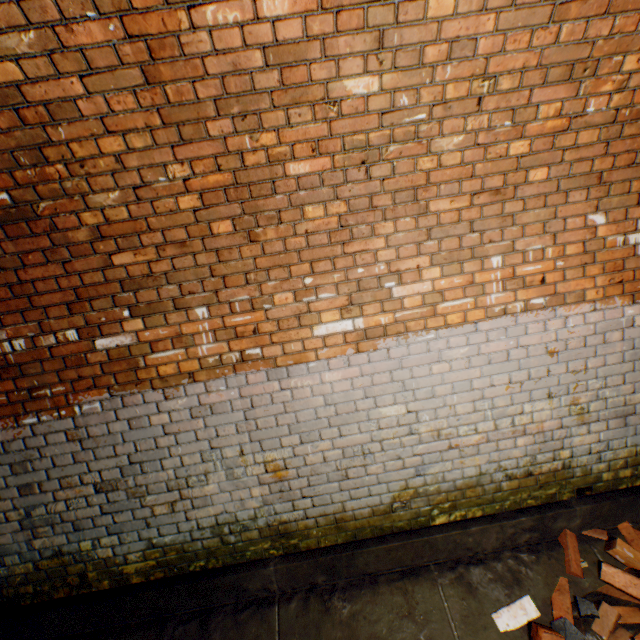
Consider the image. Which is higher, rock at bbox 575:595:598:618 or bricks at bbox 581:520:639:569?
bricks at bbox 581:520:639:569

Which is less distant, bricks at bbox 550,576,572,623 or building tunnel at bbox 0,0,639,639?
building tunnel at bbox 0,0,639,639

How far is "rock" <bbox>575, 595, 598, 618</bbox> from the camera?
2.2m

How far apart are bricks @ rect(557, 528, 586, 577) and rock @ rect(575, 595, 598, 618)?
0.0m

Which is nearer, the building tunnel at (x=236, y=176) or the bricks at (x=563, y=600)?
the building tunnel at (x=236, y=176)

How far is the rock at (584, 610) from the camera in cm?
216

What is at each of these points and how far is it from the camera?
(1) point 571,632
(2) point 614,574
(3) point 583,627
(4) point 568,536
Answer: (1) rock, 2.1 meters
(2) bricks, 2.3 meters
(3) brick pile, 2.2 meters
(4) bricks, 2.6 meters
